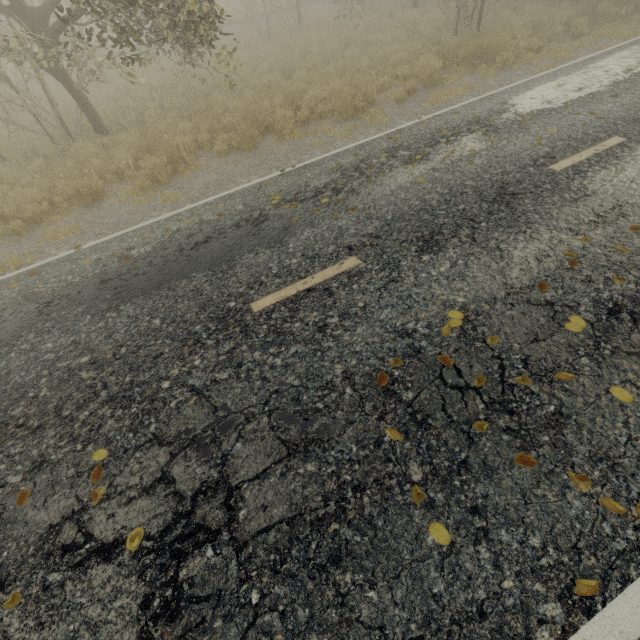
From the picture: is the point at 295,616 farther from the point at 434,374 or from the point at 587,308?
the point at 587,308

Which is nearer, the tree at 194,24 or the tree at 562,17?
the tree at 194,24

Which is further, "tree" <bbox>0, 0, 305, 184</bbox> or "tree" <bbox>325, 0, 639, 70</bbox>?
"tree" <bbox>325, 0, 639, 70</bbox>
